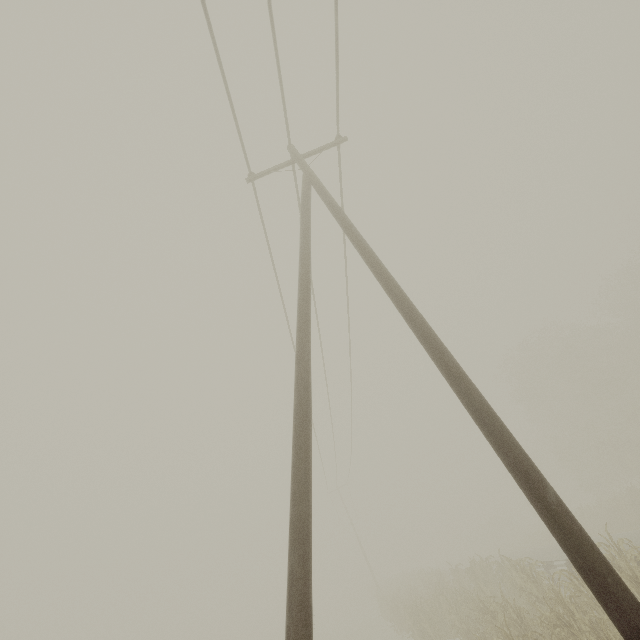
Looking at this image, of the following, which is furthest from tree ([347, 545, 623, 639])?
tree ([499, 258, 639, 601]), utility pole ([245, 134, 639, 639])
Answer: tree ([499, 258, 639, 601])

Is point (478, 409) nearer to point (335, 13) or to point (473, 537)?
point (335, 13)

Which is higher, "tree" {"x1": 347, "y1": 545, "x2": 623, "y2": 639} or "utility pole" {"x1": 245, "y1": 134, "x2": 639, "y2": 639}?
"utility pole" {"x1": 245, "y1": 134, "x2": 639, "y2": 639}

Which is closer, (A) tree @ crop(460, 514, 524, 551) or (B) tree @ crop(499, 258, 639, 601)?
(B) tree @ crop(499, 258, 639, 601)

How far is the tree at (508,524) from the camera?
47.1m

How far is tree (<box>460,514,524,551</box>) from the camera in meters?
47.1

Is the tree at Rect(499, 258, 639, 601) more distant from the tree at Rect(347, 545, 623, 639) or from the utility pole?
the utility pole

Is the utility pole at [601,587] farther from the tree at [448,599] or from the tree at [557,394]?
the tree at [557,394]
